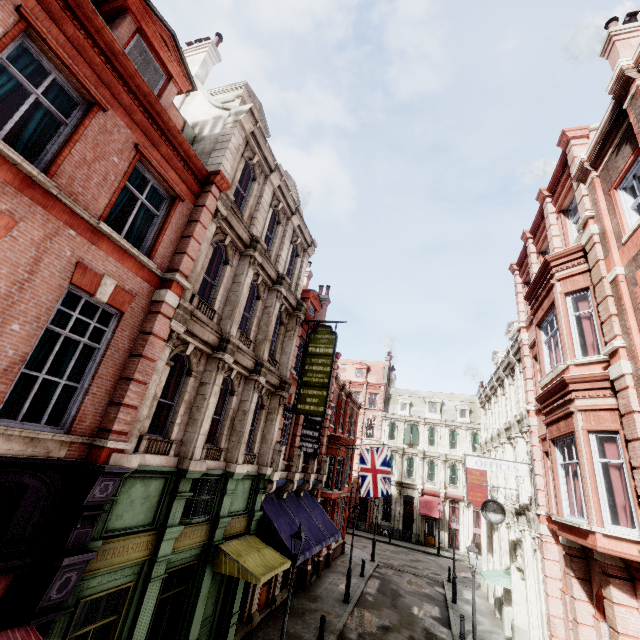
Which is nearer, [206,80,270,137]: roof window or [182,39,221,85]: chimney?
[206,80,270,137]: roof window

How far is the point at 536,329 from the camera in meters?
11.8

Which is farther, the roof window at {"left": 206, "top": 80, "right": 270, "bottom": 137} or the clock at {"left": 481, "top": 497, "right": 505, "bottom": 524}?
the clock at {"left": 481, "top": 497, "right": 505, "bottom": 524}

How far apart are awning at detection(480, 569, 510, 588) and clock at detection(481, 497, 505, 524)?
4.1 meters

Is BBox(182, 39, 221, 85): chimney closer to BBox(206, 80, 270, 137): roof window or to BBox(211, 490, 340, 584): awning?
BBox(206, 80, 270, 137): roof window

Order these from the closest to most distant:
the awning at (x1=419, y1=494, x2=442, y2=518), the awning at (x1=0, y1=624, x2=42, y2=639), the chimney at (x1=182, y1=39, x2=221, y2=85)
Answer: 1. the awning at (x1=0, y1=624, x2=42, y2=639)
2. the chimney at (x1=182, y1=39, x2=221, y2=85)
3. the awning at (x1=419, y1=494, x2=442, y2=518)

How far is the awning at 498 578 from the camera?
16.31m

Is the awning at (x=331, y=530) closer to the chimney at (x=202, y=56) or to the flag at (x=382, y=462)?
the flag at (x=382, y=462)
